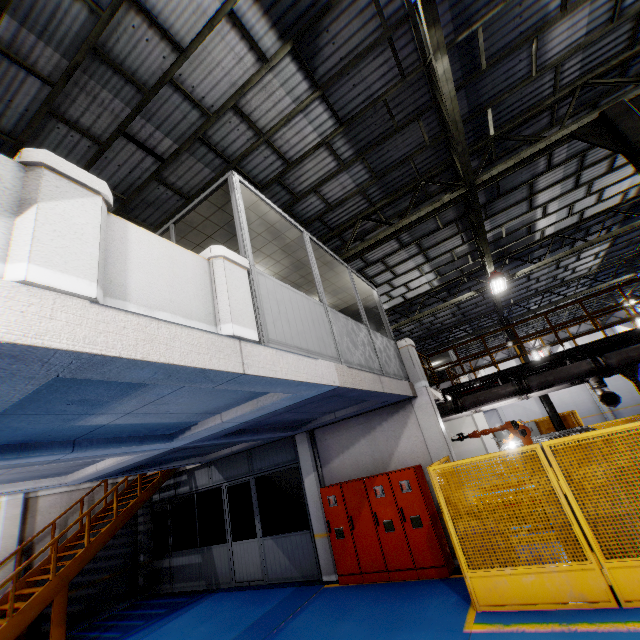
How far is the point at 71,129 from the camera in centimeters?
577cm

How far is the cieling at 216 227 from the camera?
5.39m

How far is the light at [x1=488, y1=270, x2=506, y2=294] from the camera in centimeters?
1266cm

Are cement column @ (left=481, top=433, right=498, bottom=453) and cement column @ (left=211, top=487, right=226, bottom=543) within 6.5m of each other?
no

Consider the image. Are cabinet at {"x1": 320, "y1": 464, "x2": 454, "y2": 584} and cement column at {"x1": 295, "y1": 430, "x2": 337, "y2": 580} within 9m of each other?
yes

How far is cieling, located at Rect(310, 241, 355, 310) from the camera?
7.58m

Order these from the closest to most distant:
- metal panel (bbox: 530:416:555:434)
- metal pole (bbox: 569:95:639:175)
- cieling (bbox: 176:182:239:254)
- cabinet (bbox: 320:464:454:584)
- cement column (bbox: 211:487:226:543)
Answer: cieling (bbox: 176:182:239:254) < metal pole (bbox: 569:95:639:175) < cabinet (bbox: 320:464:454:584) < cement column (bbox: 211:487:226:543) < metal panel (bbox: 530:416:555:434)

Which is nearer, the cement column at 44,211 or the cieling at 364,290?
the cement column at 44,211
